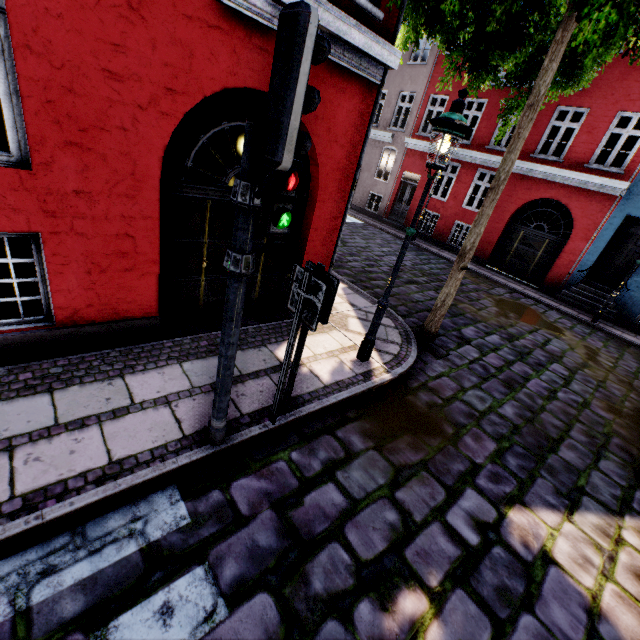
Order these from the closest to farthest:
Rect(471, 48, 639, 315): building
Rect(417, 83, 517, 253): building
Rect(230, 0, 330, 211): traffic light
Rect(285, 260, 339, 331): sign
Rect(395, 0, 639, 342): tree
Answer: Rect(230, 0, 330, 211): traffic light < Rect(285, 260, 339, 331): sign < Rect(395, 0, 639, 342): tree < Rect(471, 48, 639, 315): building < Rect(417, 83, 517, 253): building

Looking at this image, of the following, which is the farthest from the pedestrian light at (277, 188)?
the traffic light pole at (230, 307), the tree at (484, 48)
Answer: the tree at (484, 48)

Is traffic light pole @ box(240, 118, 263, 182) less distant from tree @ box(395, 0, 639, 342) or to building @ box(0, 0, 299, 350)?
building @ box(0, 0, 299, 350)

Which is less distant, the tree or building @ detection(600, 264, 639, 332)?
the tree

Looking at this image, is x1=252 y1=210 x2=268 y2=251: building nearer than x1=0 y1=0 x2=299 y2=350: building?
No

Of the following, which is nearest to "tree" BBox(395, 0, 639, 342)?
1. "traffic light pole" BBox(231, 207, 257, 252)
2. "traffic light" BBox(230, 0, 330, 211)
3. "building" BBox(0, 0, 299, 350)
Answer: "building" BBox(0, 0, 299, 350)

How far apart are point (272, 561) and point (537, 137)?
16.8m

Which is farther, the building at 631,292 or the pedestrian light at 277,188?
the building at 631,292
